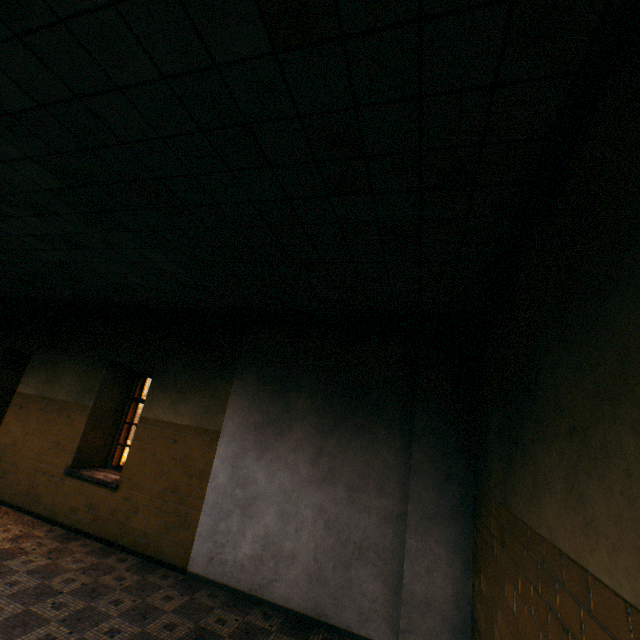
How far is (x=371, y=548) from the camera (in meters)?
4.12
